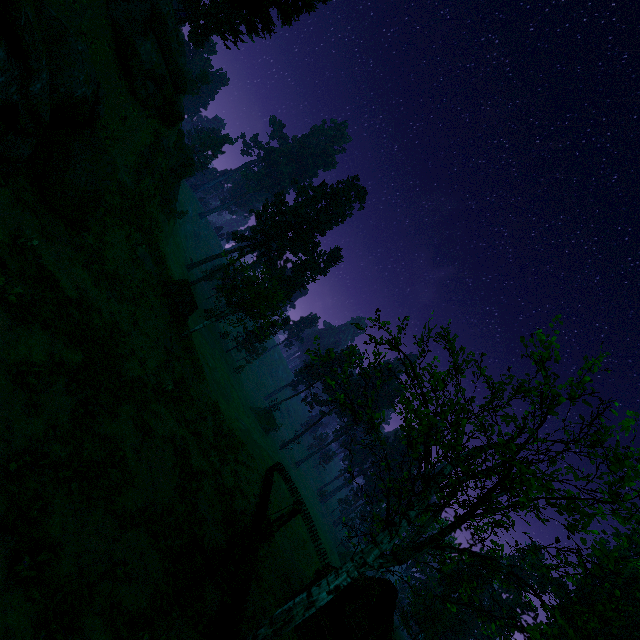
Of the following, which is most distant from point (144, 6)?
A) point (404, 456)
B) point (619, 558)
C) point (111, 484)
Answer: point (619, 558)

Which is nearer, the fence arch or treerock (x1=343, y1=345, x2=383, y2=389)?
treerock (x1=343, y1=345, x2=383, y2=389)

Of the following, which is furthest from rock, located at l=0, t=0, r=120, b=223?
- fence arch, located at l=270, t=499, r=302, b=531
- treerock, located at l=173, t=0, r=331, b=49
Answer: fence arch, located at l=270, t=499, r=302, b=531

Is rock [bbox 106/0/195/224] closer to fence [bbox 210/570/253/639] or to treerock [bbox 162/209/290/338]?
treerock [bbox 162/209/290/338]

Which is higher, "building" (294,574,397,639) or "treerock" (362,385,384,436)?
"treerock" (362,385,384,436)

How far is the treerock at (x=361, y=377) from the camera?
11.79m

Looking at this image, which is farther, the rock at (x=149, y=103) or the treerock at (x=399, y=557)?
the rock at (x=149, y=103)

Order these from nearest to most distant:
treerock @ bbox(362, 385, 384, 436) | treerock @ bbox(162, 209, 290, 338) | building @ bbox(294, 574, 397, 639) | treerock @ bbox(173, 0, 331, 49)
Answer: treerock @ bbox(362, 385, 384, 436)
building @ bbox(294, 574, 397, 639)
treerock @ bbox(162, 209, 290, 338)
treerock @ bbox(173, 0, 331, 49)
